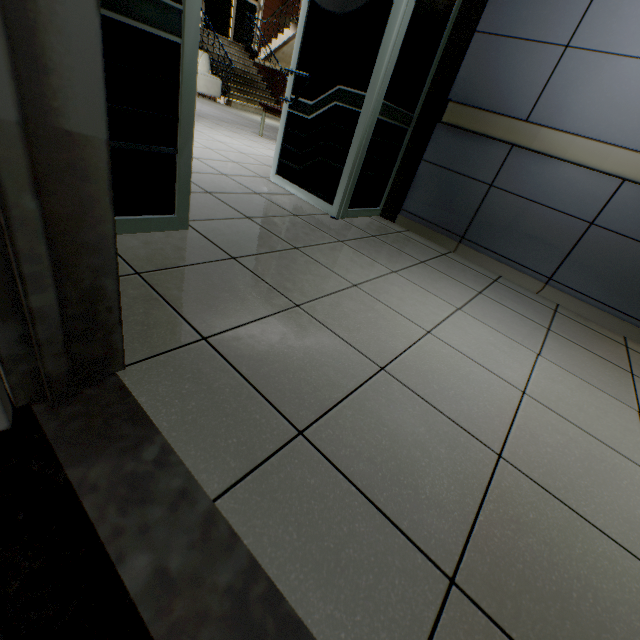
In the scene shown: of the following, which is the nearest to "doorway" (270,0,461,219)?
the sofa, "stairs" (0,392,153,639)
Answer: "stairs" (0,392,153,639)

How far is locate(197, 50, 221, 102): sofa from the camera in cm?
898

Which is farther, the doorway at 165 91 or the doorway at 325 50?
the doorway at 325 50

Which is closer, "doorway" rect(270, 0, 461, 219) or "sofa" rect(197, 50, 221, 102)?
"doorway" rect(270, 0, 461, 219)

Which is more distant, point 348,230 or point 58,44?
point 348,230

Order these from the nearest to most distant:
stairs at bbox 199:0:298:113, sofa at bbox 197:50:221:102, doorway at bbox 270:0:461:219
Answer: doorway at bbox 270:0:461:219, sofa at bbox 197:50:221:102, stairs at bbox 199:0:298:113

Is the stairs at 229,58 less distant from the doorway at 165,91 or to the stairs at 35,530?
the doorway at 165,91
